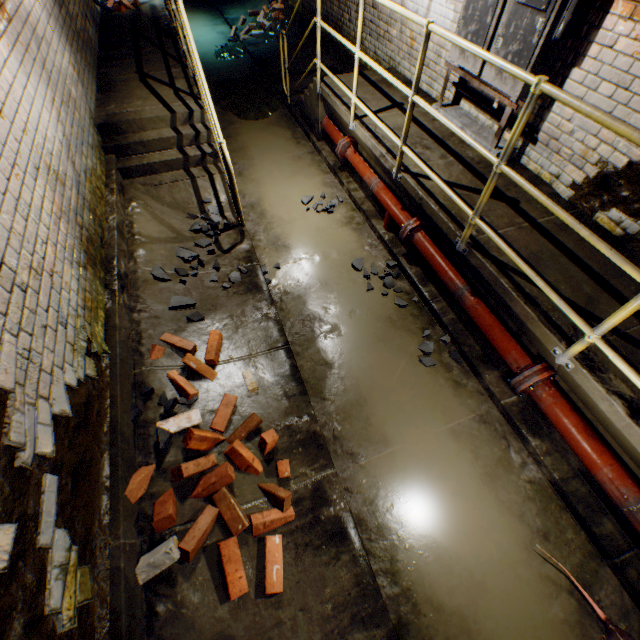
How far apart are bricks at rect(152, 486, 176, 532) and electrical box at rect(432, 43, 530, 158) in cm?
361

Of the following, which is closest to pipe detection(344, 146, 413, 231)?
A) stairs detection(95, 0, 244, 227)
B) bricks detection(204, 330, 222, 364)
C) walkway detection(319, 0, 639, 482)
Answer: walkway detection(319, 0, 639, 482)

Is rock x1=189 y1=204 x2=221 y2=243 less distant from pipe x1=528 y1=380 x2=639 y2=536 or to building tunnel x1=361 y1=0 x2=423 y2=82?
building tunnel x1=361 y1=0 x2=423 y2=82

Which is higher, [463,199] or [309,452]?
[463,199]

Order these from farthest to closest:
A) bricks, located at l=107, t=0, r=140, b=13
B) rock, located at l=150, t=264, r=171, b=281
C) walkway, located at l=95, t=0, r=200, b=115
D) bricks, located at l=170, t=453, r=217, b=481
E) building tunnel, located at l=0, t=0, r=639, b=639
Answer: bricks, located at l=107, t=0, r=140, b=13 < walkway, located at l=95, t=0, r=200, b=115 < rock, located at l=150, t=264, r=171, b=281 < bricks, located at l=170, t=453, r=217, b=481 < building tunnel, located at l=0, t=0, r=639, b=639

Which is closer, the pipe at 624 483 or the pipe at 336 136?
the pipe at 624 483

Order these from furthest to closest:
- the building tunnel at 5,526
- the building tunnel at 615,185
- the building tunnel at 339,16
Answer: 1. the building tunnel at 339,16
2. the building tunnel at 615,185
3. the building tunnel at 5,526

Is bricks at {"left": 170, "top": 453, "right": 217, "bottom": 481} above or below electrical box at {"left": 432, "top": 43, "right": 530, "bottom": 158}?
below
